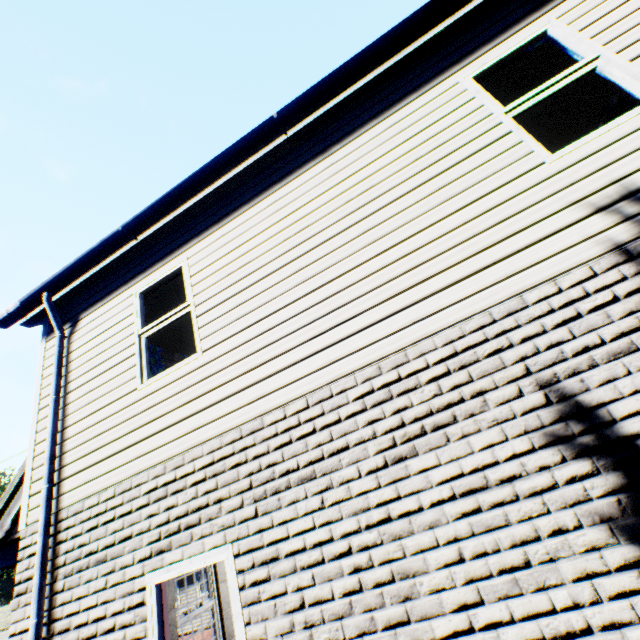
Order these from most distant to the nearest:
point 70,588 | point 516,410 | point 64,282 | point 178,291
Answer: point 178,291 → point 64,282 → point 70,588 → point 516,410
